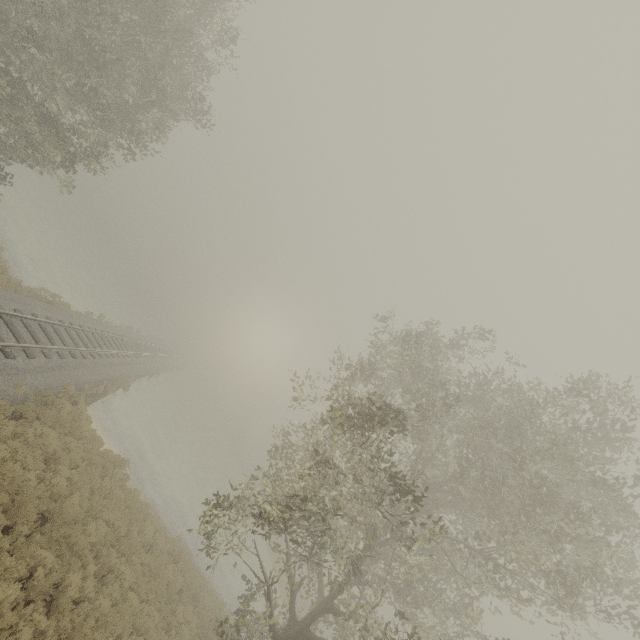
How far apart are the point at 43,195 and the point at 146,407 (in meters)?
31.32
